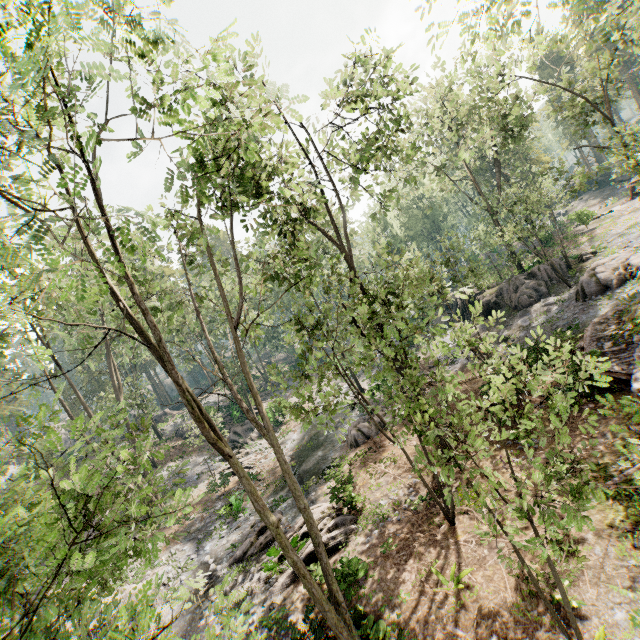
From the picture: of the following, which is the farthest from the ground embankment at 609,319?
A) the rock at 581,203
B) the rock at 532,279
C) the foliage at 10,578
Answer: the rock at 581,203

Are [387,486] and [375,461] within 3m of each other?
yes

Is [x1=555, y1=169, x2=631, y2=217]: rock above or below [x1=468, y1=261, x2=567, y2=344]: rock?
above

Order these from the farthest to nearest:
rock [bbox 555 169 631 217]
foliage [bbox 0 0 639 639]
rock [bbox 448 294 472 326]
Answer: rock [bbox 555 169 631 217]
rock [bbox 448 294 472 326]
foliage [bbox 0 0 639 639]

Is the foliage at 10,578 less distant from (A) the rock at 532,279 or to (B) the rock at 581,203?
(A) the rock at 532,279

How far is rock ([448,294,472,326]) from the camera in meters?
32.0

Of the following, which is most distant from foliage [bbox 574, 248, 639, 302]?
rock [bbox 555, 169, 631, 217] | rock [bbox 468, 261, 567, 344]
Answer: rock [bbox 555, 169, 631, 217]

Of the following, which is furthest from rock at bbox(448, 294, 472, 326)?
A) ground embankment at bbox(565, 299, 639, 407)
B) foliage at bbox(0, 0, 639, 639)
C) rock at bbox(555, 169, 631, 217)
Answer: rock at bbox(555, 169, 631, 217)
